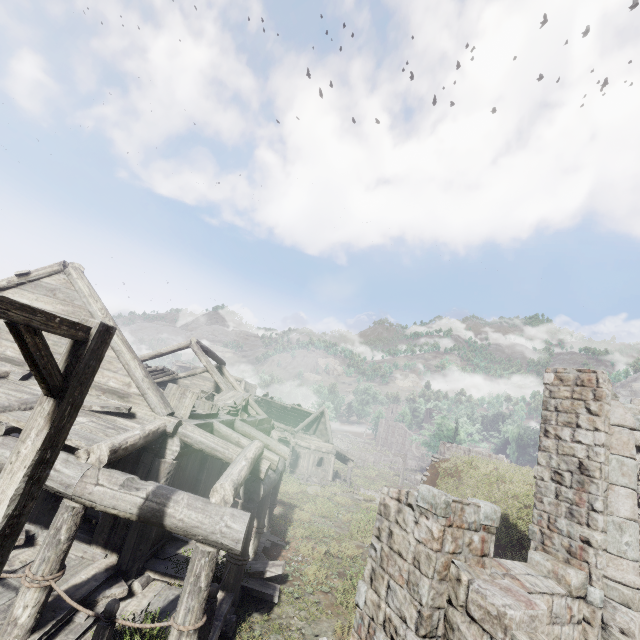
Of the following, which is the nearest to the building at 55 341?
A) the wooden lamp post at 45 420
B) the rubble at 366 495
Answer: the wooden lamp post at 45 420

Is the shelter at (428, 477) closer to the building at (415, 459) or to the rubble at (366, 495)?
the rubble at (366, 495)

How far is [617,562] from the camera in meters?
6.4

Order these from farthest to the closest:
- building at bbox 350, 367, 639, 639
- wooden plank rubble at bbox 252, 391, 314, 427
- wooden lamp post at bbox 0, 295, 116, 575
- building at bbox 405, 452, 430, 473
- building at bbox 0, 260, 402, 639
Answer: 1. building at bbox 405, 452, 430, 473
2. wooden plank rubble at bbox 252, 391, 314, 427
3. building at bbox 0, 260, 402, 639
4. building at bbox 350, 367, 639, 639
5. wooden lamp post at bbox 0, 295, 116, 575

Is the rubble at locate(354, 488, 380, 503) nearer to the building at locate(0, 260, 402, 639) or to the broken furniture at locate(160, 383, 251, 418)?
the building at locate(0, 260, 402, 639)

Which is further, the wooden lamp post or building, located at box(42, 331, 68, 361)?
building, located at box(42, 331, 68, 361)

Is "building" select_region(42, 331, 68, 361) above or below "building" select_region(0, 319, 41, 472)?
above

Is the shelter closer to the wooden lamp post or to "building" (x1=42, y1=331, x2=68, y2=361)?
"building" (x1=42, y1=331, x2=68, y2=361)
